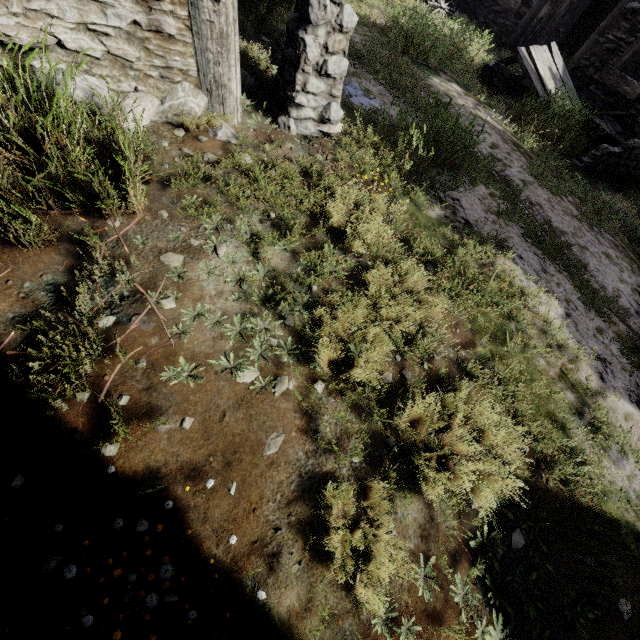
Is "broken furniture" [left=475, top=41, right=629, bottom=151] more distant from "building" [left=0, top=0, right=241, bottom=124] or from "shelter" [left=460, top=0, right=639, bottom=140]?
"building" [left=0, top=0, right=241, bottom=124]

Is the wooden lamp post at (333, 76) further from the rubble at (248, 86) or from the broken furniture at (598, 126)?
the broken furniture at (598, 126)

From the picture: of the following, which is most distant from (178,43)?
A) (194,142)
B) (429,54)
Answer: (429,54)

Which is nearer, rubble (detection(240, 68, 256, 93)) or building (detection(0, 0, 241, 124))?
building (detection(0, 0, 241, 124))

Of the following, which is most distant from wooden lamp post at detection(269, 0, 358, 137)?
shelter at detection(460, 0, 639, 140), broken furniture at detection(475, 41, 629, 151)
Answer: broken furniture at detection(475, 41, 629, 151)

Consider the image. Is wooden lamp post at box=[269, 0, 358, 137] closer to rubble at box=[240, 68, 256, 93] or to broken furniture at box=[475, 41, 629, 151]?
rubble at box=[240, 68, 256, 93]

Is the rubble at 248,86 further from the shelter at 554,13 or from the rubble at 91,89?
the shelter at 554,13

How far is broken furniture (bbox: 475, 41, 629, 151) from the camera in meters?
6.9 m
